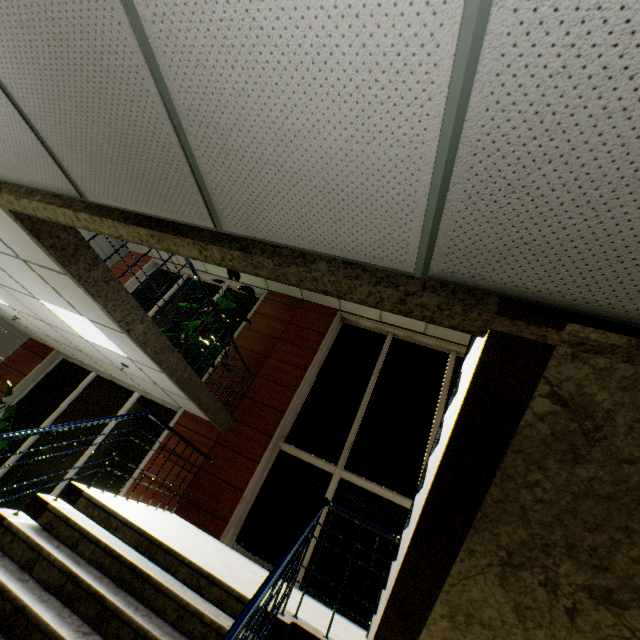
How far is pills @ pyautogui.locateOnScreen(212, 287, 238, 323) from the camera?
6.21m

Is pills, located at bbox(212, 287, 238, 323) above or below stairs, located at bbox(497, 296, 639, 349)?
above

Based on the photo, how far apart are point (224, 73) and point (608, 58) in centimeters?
99cm

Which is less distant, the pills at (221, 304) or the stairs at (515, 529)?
the stairs at (515, 529)

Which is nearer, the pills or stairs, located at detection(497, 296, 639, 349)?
stairs, located at detection(497, 296, 639, 349)

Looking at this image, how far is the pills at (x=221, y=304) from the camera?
6.2 meters
